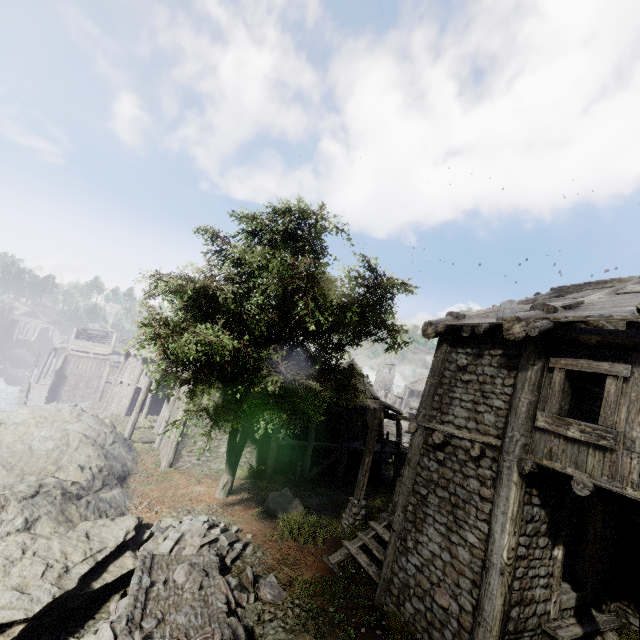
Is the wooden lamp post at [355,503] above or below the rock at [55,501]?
above

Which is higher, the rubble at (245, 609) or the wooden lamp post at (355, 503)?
the wooden lamp post at (355, 503)

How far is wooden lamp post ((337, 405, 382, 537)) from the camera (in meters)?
12.17

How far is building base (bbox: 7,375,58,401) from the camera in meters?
36.2 m

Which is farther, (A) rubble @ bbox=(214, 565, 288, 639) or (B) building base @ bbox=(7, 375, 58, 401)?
(B) building base @ bbox=(7, 375, 58, 401)

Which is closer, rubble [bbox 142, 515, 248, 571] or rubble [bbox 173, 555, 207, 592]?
rubble [bbox 173, 555, 207, 592]

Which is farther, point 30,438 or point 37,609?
point 30,438

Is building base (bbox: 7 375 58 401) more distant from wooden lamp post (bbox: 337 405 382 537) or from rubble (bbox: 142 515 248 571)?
wooden lamp post (bbox: 337 405 382 537)
